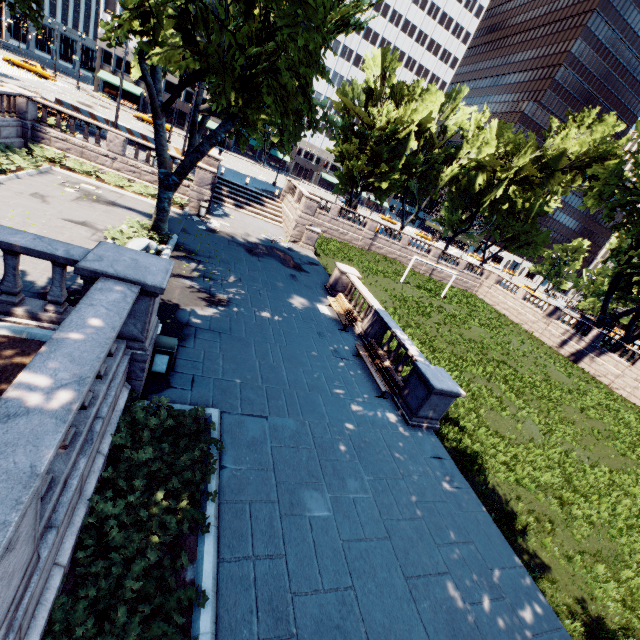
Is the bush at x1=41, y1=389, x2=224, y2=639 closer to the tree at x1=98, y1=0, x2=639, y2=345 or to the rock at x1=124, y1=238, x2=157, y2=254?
the tree at x1=98, y1=0, x2=639, y2=345

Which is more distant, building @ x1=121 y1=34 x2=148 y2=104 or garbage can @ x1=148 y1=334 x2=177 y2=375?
building @ x1=121 y1=34 x2=148 y2=104

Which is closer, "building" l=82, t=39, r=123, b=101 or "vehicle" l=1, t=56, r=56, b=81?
"vehicle" l=1, t=56, r=56, b=81

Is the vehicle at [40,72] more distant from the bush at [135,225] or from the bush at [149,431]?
the bush at [149,431]

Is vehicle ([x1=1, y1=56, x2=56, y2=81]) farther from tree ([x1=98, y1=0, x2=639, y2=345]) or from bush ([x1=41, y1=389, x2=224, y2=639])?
bush ([x1=41, y1=389, x2=224, y2=639])

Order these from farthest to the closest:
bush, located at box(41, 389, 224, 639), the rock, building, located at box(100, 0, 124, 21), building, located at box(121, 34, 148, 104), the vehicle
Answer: building, located at box(121, 34, 148, 104), building, located at box(100, 0, 124, 21), the vehicle, the rock, bush, located at box(41, 389, 224, 639)

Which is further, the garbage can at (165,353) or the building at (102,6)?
the building at (102,6)

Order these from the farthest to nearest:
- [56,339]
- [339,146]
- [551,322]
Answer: [339,146] < [551,322] < [56,339]
